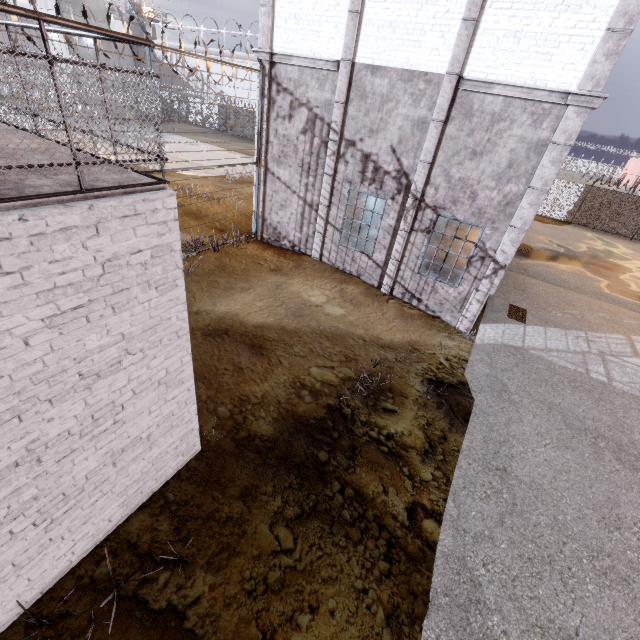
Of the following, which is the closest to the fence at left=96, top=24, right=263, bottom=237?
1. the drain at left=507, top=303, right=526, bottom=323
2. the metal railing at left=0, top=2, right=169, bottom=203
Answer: the metal railing at left=0, top=2, right=169, bottom=203

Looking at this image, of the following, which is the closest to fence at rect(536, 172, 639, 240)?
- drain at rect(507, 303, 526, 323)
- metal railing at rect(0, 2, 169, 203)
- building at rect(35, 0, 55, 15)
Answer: metal railing at rect(0, 2, 169, 203)

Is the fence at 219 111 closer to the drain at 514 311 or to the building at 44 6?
the building at 44 6

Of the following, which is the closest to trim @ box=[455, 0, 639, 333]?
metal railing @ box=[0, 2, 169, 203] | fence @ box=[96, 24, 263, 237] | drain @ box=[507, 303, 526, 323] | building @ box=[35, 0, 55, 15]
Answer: fence @ box=[96, 24, 263, 237]

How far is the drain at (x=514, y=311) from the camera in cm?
1072

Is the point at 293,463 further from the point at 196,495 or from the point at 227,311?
the point at 227,311

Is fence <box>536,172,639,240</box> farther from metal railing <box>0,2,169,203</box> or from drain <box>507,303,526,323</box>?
drain <box>507,303,526,323</box>

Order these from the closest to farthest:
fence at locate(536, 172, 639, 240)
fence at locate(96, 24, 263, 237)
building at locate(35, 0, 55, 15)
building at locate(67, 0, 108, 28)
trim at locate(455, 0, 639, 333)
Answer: trim at locate(455, 0, 639, 333), fence at locate(96, 24, 263, 237), fence at locate(536, 172, 639, 240), building at locate(35, 0, 55, 15), building at locate(67, 0, 108, 28)
